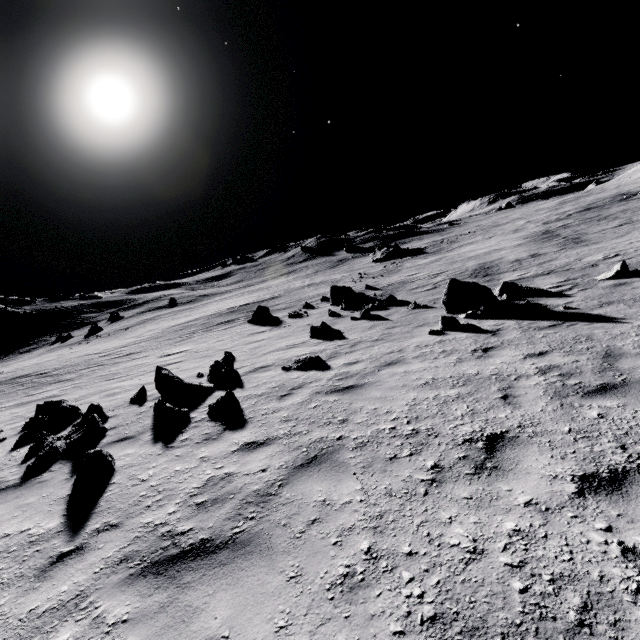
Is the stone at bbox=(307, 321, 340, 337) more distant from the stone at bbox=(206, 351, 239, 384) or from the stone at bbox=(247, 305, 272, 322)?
the stone at bbox=(247, 305, 272, 322)

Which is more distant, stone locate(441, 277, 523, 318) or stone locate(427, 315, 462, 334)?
stone locate(441, 277, 523, 318)

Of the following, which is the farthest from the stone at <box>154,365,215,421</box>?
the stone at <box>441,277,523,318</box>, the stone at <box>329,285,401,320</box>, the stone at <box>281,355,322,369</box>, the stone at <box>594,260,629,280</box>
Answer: the stone at <box>594,260,629,280</box>

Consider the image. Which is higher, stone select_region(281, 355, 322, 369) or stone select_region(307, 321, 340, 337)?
stone select_region(281, 355, 322, 369)

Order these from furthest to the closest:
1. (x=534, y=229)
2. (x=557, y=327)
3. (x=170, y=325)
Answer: (x=534, y=229), (x=170, y=325), (x=557, y=327)

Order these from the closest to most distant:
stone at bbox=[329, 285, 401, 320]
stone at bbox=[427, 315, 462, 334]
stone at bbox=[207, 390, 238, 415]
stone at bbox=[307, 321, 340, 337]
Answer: stone at bbox=[207, 390, 238, 415]
stone at bbox=[427, 315, 462, 334]
stone at bbox=[307, 321, 340, 337]
stone at bbox=[329, 285, 401, 320]

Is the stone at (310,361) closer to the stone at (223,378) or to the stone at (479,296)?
the stone at (223,378)

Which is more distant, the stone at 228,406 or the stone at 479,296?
the stone at 479,296
